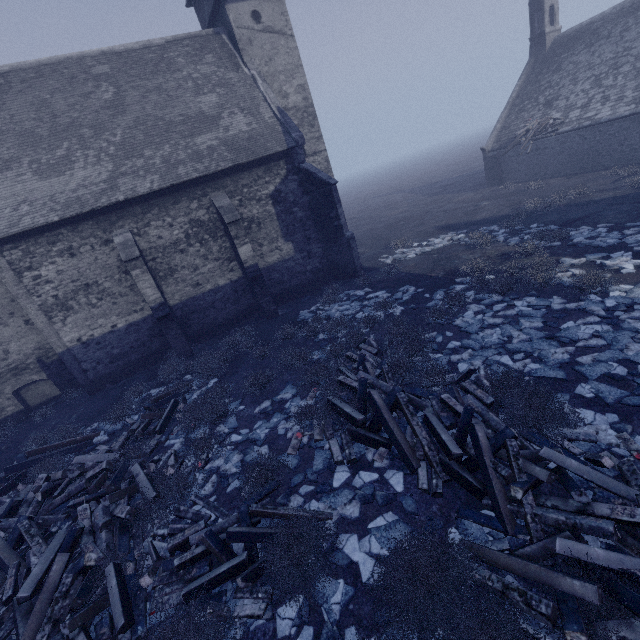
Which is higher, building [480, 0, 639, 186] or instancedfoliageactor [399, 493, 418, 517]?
building [480, 0, 639, 186]

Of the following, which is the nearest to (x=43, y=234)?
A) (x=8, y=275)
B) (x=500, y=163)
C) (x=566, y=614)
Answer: (x=8, y=275)

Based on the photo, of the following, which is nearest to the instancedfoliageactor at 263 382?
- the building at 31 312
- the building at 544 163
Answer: the building at 31 312

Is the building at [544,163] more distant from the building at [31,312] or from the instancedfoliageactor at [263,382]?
the building at [31,312]

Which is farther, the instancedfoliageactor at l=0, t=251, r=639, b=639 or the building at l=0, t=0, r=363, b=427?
the building at l=0, t=0, r=363, b=427

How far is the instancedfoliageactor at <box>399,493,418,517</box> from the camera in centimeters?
512cm

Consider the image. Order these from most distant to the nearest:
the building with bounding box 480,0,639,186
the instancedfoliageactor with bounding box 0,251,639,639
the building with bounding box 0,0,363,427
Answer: the building with bounding box 480,0,639,186, the building with bounding box 0,0,363,427, the instancedfoliageactor with bounding box 0,251,639,639
